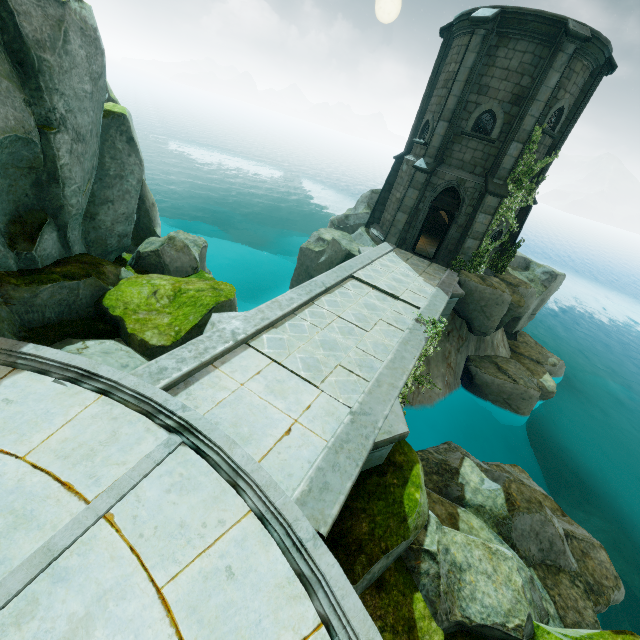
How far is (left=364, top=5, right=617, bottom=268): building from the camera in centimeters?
1232cm

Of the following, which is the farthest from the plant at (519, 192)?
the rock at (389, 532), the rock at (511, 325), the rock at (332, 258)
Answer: the rock at (389, 532)

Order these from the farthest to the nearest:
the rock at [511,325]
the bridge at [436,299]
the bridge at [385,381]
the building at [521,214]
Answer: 1. the building at [521,214]
2. the rock at [511,325]
3. the bridge at [436,299]
4. the bridge at [385,381]

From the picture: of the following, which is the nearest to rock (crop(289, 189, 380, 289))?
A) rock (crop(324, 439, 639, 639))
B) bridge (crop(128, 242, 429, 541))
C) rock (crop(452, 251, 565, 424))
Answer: bridge (crop(128, 242, 429, 541))

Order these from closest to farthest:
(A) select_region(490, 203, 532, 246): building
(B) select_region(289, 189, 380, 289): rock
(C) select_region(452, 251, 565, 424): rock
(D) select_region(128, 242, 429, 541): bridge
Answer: (D) select_region(128, 242, 429, 541): bridge
(C) select_region(452, 251, 565, 424): rock
(A) select_region(490, 203, 532, 246): building
(B) select_region(289, 189, 380, 289): rock

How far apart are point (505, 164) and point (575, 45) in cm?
422

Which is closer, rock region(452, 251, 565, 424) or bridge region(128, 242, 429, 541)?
bridge region(128, 242, 429, 541)

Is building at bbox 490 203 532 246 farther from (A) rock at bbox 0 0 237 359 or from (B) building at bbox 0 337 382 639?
(B) building at bbox 0 337 382 639
